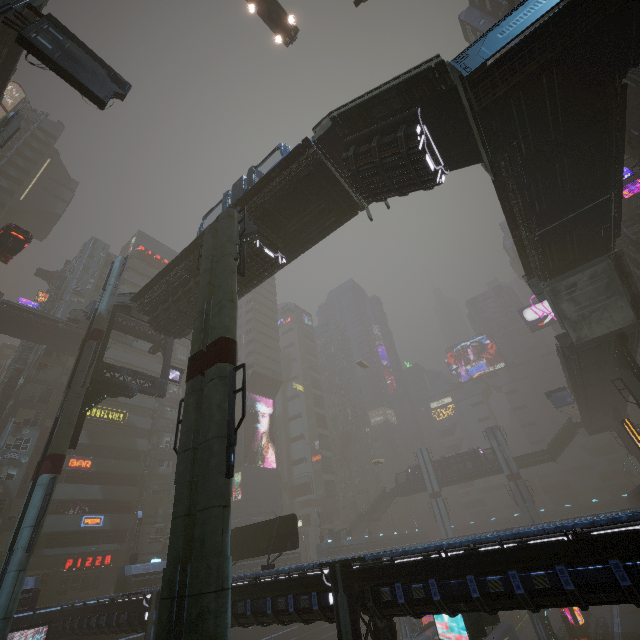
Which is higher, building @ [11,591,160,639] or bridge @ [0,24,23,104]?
bridge @ [0,24,23,104]

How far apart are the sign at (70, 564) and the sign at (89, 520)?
3.7 meters

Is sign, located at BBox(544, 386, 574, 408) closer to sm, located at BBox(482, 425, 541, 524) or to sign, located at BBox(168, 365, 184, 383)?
sm, located at BBox(482, 425, 541, 524)

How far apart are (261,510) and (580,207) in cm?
6038

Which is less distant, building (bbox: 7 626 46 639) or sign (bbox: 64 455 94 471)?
building (bbox: 7 626 46 639)

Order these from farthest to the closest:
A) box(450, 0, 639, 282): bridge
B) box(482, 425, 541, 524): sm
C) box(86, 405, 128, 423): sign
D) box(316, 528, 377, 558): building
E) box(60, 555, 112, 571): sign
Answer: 1. box(482, 425, 541, 524): sm
2. box(316, 528, 377, 558): building
3. box(86, 405, 128, 423): sign
4. box(60, 555, 112, 571): sign
5. box(450, 0, 639, 282): bridge

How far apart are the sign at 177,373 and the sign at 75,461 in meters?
20.2 m

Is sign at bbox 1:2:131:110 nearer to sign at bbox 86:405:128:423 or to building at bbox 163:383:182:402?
building at bbox 163:383:182:402
